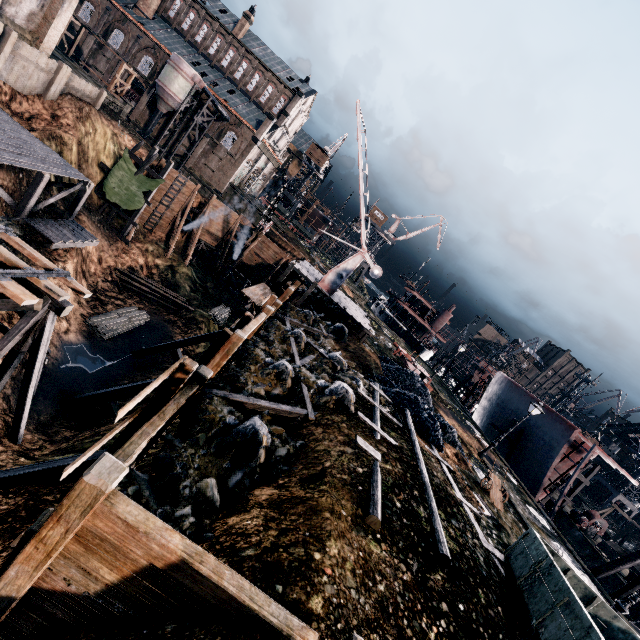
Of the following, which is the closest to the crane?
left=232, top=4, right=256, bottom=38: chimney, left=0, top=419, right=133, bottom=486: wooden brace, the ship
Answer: left=0, top=419, right=133, bottom=486: wooden brace

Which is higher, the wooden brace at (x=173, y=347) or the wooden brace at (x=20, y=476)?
A: the wooden brace at (x=20, y=476)

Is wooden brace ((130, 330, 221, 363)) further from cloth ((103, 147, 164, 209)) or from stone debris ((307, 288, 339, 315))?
cloth ((103, 147, 164, 209))

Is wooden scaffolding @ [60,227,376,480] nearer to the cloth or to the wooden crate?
the cloth

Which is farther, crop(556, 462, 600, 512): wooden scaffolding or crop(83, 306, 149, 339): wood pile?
crop(556, 462, 600, 512): wooden scaffolding

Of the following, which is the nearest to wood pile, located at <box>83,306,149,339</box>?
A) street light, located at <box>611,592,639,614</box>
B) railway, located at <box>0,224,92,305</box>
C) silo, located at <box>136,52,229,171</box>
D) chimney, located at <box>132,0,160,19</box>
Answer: railway, located at <box>0,224,92,305</box>

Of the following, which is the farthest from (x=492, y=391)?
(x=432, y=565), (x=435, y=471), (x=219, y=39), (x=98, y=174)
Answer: (x=219, y=39)

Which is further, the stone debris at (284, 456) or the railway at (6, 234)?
the railway at (6, 234)
